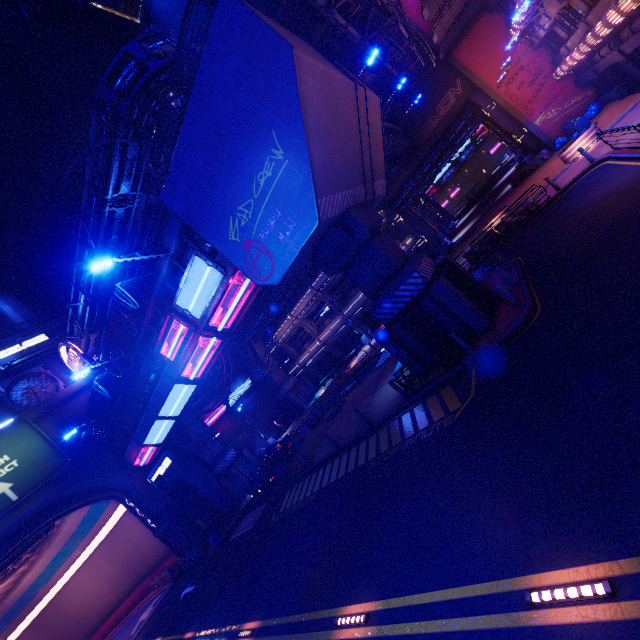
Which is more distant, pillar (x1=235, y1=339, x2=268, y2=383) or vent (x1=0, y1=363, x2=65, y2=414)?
pillar (x1=235, y1=339, x2=268, y2=383)

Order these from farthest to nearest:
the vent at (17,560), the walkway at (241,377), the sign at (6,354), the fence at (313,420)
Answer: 1. the walkway at (241,377)
2. the sign at (6,354)
3. the fence at (313,420)
4. the vent at (17,560)

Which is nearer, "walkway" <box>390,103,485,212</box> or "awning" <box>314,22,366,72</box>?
"awning" <box>314,22,366,72</box>

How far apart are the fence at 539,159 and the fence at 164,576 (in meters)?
51.65

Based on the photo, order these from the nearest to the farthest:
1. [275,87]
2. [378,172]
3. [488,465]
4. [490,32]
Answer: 1. [488,465]
2. [275,87]
3. [378,172]
4. [490,32]

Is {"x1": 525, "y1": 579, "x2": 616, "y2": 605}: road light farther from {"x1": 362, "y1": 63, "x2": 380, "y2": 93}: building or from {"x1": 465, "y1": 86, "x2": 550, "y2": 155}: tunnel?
{"x1": 362, "y1": 63, "x2": 380, "y2": 93}: building

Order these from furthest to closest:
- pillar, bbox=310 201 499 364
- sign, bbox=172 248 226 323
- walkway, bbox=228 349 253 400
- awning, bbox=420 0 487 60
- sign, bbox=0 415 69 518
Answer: walkway, bbox=228 349 253 400, sign, bbox=0 415 69 518, awning, bbox=420 0 487 60, sign, bbox=172 248 226 323, pillar, bbox=310 201 499 364

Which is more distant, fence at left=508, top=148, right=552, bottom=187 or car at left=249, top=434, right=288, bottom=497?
fence at left=508, top=148, right=552, bottom=187
